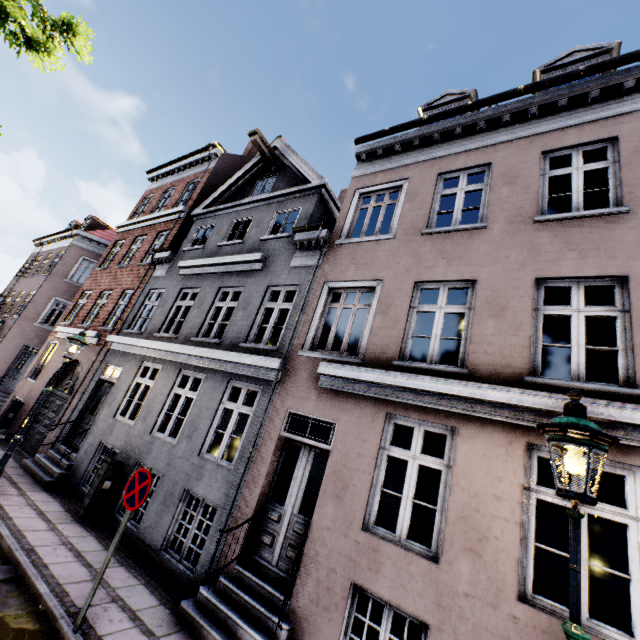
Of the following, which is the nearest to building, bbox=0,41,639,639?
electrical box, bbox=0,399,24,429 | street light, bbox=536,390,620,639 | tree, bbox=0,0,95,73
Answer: electrical box, bbox=0,399,24,429

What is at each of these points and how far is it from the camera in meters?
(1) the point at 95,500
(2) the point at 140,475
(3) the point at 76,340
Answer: (1) electrical box, 7.4 m
(2) sign, 4.7 m
(3) street light, 8.0 m

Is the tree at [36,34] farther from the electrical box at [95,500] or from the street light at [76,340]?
the electrical box at [95,500]

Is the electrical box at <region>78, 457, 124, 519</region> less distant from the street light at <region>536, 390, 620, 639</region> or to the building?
the building

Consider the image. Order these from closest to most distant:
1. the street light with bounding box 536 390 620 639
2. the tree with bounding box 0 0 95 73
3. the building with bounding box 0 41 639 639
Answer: the street light with bounding box 536 390 620 639, the building with bounding box 0 41 639 639, the tree with bounding box 0 0 95 73

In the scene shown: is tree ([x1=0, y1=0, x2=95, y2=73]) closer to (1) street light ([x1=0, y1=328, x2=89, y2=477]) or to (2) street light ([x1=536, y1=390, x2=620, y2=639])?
(1) street light ([x1=0, y1=328, x2=89, y2=477])

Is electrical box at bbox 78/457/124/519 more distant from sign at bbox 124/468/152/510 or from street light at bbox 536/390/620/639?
street light at bbox 536/390/620/639

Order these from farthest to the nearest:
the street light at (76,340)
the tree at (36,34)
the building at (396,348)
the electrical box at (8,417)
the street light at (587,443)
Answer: the electrical box at (8,417), the street light at (76,340), the tree at (36,34), the building at (396,348), the street light at (587,443)
